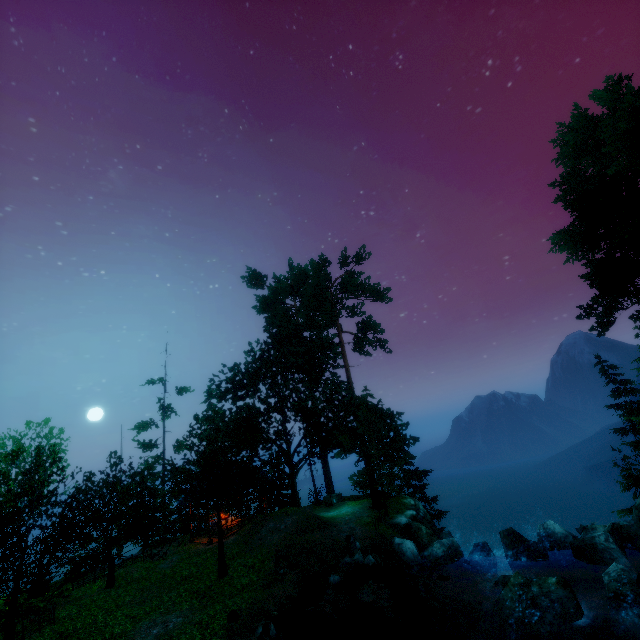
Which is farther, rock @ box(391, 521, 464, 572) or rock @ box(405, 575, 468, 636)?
rock @ box(391, 521, 464, 572)

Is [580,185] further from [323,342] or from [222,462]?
[222,462]

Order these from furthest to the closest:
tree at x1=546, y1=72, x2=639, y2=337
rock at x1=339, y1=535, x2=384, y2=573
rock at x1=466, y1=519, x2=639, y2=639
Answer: tree at x1=546, y1=72, x2=639, y2=337
rock at x1=339, y1=535, x2=384, y2=573
rock at x1=466, y1=519, x2=639, y2=639

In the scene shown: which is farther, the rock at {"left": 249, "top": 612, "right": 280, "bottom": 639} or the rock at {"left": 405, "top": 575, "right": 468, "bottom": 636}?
the rock at {"left": 405, "top": 575, "right": 468, "bottom": 636}

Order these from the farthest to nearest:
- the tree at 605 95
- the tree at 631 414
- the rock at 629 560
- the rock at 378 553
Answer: the tree at 631 414
the tree at 605 95
the rock at 378 553
the rock at 629 560

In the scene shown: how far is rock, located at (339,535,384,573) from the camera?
15.8m

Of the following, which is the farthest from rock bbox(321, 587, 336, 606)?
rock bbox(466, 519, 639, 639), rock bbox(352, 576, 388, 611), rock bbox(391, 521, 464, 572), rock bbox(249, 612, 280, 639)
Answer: rock bbox(391, 521, 464, 572)

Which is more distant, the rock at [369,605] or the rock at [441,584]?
the rock at [369,605]
